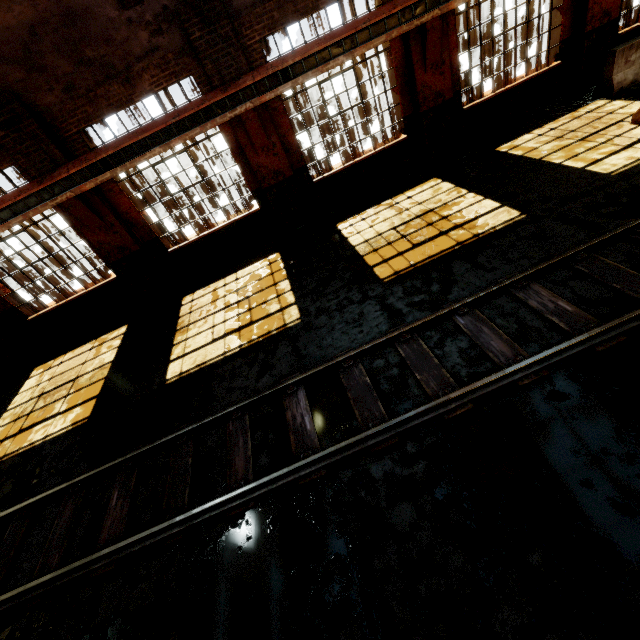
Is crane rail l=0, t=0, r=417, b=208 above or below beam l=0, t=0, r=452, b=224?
above

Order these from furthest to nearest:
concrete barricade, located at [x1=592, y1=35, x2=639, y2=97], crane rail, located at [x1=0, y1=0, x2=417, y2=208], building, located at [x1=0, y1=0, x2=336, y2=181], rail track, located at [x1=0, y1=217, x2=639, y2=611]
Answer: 1. concrete barricade, located at [x1=592, y1=35, x2=639, y2=97]
2. crane rail, located at [x1=0, y1=0, x2=417, y2=208]
3. building, located at [x1=0, y1=0, x2=336, y2=181]
4. rail track, located at [x1=0, y1=217, x2=639, y2=611]

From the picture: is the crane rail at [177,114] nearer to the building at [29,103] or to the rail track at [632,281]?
the building at [29,103]

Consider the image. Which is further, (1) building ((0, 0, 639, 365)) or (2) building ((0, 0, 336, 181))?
(1) building ((0, 0, 639, 365))

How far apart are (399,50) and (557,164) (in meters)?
5.04

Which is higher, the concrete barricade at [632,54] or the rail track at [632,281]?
the concrete barricade at [632,54]

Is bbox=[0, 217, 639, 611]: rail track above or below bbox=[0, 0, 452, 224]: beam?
below

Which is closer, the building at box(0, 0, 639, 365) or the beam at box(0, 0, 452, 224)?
the beam at box(0, 0, 452, 224)
